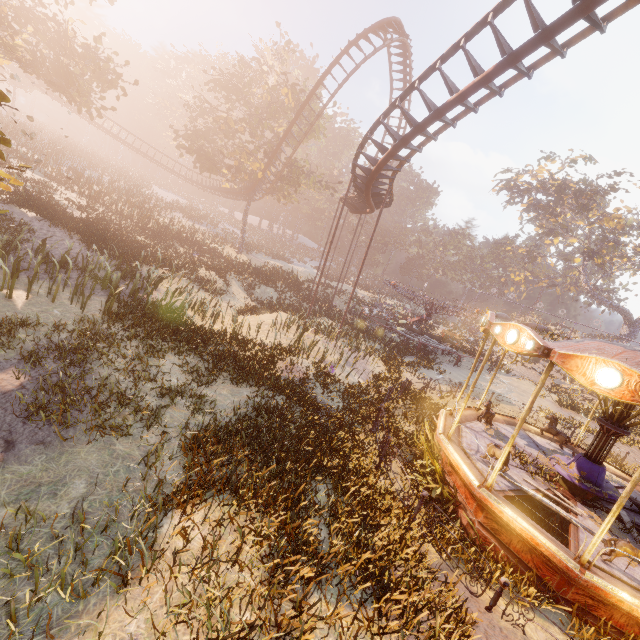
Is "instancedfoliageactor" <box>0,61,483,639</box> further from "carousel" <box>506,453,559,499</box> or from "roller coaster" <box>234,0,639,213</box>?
"roller coaster" <box>234,0,639,213</box>

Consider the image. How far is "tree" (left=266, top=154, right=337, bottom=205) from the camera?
32.1m

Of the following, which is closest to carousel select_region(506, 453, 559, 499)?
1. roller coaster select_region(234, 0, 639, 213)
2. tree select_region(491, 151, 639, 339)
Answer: roller coaster select_region(234, 0, 639, 213)

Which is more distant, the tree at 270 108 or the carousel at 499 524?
the tree at 270 108

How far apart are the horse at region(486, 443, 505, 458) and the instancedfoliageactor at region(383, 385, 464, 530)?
1.0 meters

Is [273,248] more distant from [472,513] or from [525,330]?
[472,513]

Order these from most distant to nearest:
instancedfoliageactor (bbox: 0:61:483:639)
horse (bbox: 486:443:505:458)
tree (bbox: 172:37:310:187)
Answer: tree (bbox: 172:37:310:187)
horse (bbox: 486:443:505:458)
instancedfoliageactor (bbox: 0:61:483:639)

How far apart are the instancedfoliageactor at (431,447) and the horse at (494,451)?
1.0 meters
